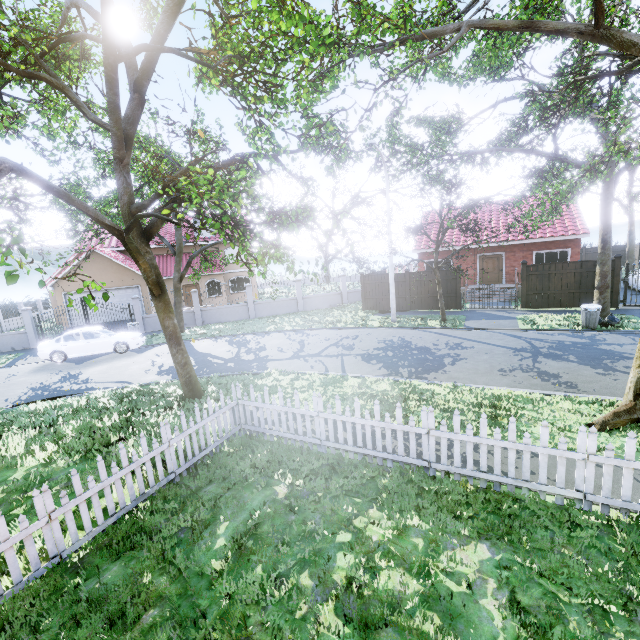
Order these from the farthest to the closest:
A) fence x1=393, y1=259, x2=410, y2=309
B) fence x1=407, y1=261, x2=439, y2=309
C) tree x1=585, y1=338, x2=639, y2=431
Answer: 1. fence x1=393, y1=259, x2=410, y2=309
2. fence x1=407, y1=261, x2=439, y2=309
3. tree x1=585, y1=338, x2=639, y2=431

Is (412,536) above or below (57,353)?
below

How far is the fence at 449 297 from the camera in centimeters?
1881cm

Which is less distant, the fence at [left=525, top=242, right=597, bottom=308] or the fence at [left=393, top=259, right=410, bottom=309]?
the fence at [left=525, top=242, right=597, bottom=308]

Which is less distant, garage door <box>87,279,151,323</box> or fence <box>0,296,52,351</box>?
fence <box>0,296,52,351</box>

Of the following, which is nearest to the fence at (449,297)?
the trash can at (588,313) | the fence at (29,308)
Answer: the fence at (29,308)

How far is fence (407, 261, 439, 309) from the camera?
19.4 meters

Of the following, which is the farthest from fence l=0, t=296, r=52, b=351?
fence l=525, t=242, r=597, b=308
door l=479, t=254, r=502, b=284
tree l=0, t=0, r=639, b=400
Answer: door l=479, t=254, r=502, b=284
